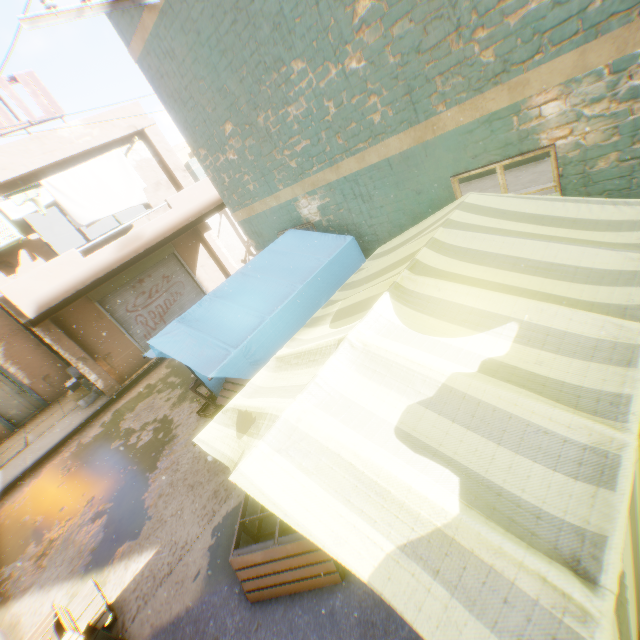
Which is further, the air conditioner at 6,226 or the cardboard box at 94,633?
the air conditioner at 6,226

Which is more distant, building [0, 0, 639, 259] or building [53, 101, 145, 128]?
building [53, 101, 145, 128]

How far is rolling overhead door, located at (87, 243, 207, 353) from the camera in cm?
1126

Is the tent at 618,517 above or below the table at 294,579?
above

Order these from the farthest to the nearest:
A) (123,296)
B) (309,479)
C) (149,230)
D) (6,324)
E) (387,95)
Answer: (6,324), (123,296), (149,230), (387,95), (309,479)

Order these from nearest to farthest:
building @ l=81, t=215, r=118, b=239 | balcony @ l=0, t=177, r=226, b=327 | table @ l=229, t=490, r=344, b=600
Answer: table @ l=229, t=490, r=344, b=600 → balcony @ l=0, t=177, r=226, b=327 → building @ l=81, t=215, r=118, b=239

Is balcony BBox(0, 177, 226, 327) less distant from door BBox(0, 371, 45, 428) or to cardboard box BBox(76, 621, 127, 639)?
door BBox(0, 371, 45, 428)

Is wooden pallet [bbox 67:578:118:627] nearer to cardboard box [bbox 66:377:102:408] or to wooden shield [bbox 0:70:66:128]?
cardboard box [bbox 66:377:102:408]
